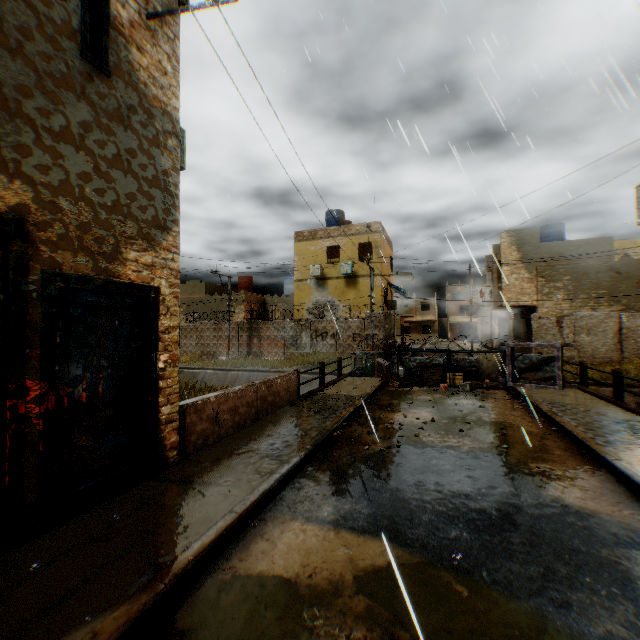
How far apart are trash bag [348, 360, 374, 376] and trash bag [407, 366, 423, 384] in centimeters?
140cm

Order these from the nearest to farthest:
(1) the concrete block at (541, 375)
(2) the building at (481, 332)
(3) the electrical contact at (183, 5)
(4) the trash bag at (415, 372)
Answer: (3) the electrical contact at (183, 5)
(1) the concrete block at (541, 375)
(4) the trash bag at (415, 372)
(2) the building at (481, 332)

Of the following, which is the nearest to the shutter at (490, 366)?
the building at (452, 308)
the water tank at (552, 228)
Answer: the water tank at (552, 228)

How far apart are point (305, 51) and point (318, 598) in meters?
11.8 m

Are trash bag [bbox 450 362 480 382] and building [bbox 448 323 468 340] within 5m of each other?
no

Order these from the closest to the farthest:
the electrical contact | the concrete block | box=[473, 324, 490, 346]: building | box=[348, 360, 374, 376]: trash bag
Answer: the electrical contact → the concrete block → box=[348, 360, 374, 376]: trash bag → box=[473, 324, 490, 346]: building

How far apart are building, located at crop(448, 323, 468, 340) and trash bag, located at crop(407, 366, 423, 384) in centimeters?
4925cm

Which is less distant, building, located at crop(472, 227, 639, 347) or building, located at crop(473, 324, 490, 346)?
Result: building, located at crop(472, 227, 639, 347)
